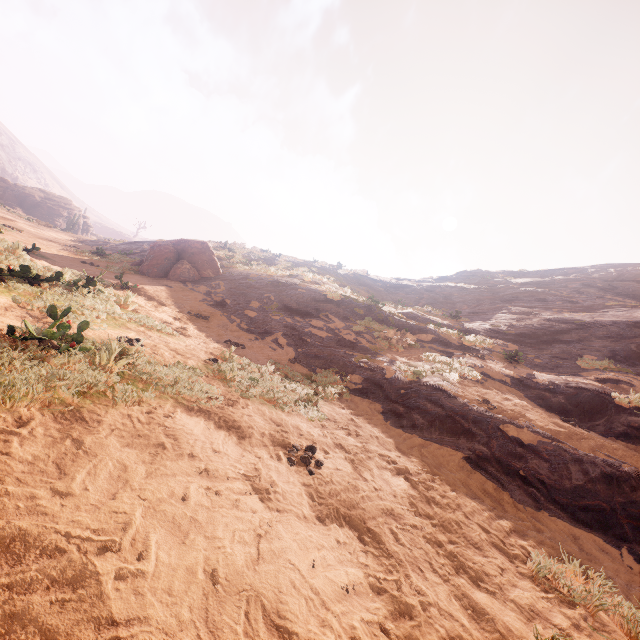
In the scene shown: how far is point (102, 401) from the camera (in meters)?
3.15

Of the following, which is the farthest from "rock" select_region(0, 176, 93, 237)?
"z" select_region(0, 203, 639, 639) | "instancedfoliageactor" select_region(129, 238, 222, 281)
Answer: "instancedfoliageactor" select_region(129, 238, 222, 281)

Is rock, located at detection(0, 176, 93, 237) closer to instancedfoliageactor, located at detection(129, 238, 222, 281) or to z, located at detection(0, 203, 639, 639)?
z, located at detection(0, 203, 639, 639)

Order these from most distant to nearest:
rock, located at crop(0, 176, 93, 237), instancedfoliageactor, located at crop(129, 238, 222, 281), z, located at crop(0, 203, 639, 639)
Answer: rock, located at crop(0, 176, 93, 237) → instancedfoliageactor, located at crop(129, 238, 222, 281) → z, located at crop(0, 203, 639, 639)

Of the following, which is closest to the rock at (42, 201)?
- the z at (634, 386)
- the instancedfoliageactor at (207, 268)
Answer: the z at (634, 386)

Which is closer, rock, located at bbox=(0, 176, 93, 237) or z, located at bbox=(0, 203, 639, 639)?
z, located at bbox=(0, 203, 639, 639)

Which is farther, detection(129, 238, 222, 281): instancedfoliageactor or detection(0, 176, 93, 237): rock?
detection(0, 176, 93, 237): rock

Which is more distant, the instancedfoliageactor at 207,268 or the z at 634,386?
the instancedfoliageactor at 207,268
